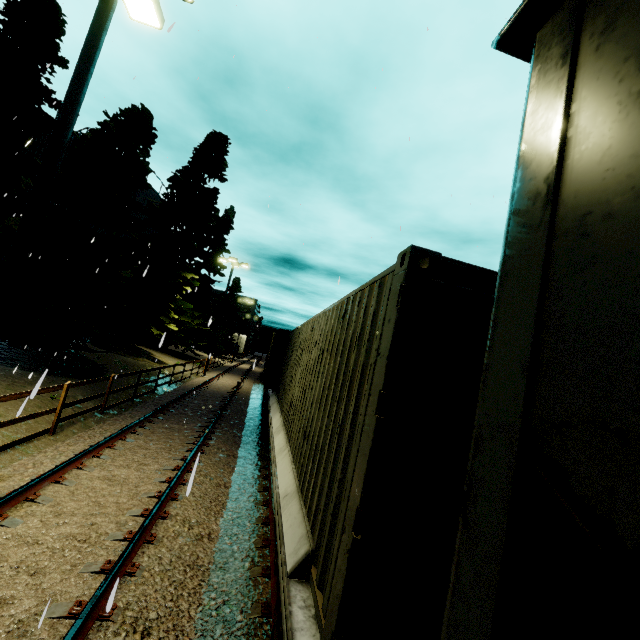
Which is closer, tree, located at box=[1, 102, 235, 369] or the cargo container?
the cargo container

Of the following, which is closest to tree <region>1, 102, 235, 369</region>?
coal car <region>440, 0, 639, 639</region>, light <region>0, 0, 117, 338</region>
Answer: coal car <region>440, 0, 639, 639</region>

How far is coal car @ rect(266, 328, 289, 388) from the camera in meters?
15.1 m

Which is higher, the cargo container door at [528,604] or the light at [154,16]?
the light at [154,16]

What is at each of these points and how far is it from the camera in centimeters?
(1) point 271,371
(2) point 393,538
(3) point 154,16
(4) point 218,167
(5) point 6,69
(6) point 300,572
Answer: (1) coal car, 1509cm
(2) cargo container door, 198cm
(3) light, 693cm
(4) tree, 2511cm
(5) tree, 1523cm
(6) flatcar, 265cm

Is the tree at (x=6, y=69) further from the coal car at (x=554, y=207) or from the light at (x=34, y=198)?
the light at (x=34, y=198)

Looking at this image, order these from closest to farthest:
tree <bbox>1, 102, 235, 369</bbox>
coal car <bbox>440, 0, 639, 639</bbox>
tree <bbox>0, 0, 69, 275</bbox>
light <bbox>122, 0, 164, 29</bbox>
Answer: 1. coal car <bbox>440, 0, 639, 639</bbox>
2. light <bbox>122, 0, 164, 29</bbox>
3. tree <bbox>1, 102, 235, 369</bbox>
4. tree <bbox>0, 0, 69, 275</bbox>

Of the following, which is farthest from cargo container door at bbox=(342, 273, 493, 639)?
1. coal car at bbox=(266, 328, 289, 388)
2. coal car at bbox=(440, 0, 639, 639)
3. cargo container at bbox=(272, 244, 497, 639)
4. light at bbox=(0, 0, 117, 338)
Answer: coal car at bbox=(266, 328, 289, 388)
